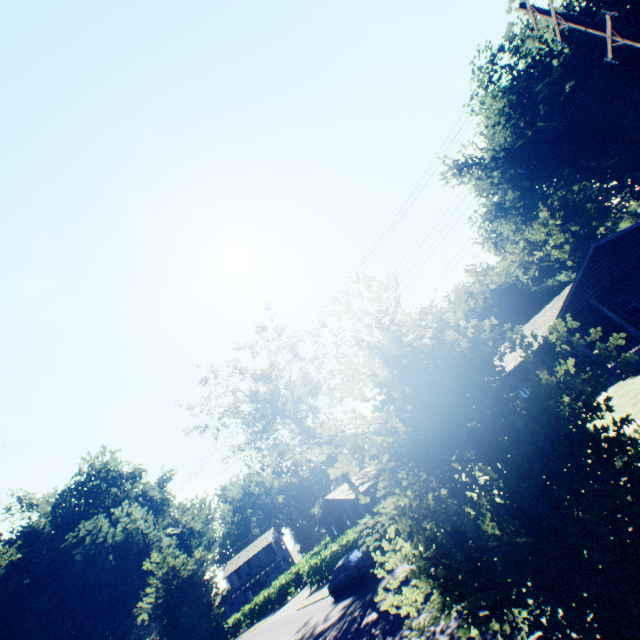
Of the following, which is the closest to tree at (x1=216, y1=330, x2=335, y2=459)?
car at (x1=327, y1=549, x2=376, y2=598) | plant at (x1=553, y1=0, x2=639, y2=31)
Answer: car at (x1=327, y1=549, x2=376, y2=598)

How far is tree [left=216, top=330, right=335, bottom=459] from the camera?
30.4 meters

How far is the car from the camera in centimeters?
2048cm

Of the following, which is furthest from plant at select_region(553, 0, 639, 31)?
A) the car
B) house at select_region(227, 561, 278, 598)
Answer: house at select_region(227, 561, 278, 598)

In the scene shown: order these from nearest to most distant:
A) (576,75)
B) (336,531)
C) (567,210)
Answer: (576,75)
(336,531)
(567,210)

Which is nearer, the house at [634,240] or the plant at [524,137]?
the plant at [524,137]

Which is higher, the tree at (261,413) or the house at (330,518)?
the tree at (261,413)

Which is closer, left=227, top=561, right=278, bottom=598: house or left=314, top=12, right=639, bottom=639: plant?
left=314, top=12, right=639, bottom=639: plant
